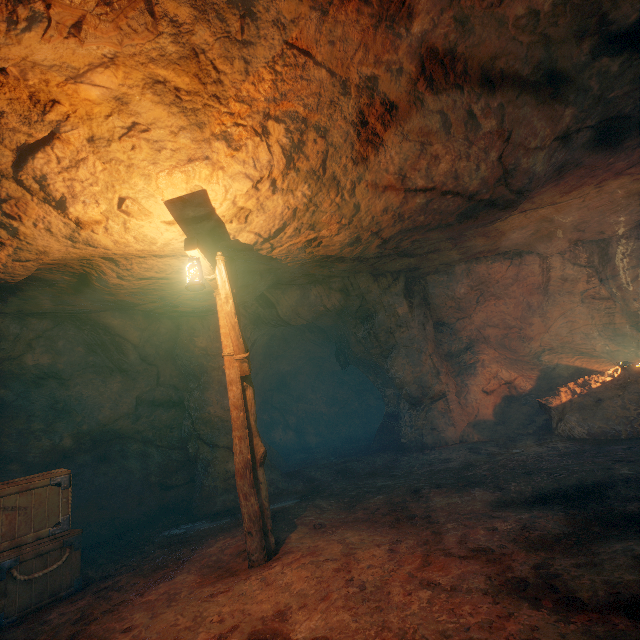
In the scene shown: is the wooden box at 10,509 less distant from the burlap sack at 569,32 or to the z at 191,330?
the burlap sack at 569,32

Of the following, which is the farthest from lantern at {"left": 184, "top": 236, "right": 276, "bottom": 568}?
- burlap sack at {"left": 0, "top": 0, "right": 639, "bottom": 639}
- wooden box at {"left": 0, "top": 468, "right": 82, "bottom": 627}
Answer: wooden box at {"left": 0, "top": 468, "right": 82, "bottom": 627}

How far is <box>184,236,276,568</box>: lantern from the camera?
4.21m

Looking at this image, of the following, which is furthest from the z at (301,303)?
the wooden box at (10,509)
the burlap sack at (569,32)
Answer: the wooden box at (10,509)

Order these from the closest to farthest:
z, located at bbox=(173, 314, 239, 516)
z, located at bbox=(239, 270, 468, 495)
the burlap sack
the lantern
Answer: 1. the burlap sack
2. the lantern
3. z, located at bbox=(173, 314, 239, 516)
4. z, located at bbox=(239, 270, 468, 495)

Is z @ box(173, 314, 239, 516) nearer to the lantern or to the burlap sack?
the burlap sack

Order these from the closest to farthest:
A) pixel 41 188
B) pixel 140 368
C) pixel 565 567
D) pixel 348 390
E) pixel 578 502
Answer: pixel 565 567, pixel 41 188, pixel 578 502, pixel 140 368, pixel 348 390

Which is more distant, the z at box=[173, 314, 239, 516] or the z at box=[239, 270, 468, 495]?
the z at box=[239, 270, 468, 495]
